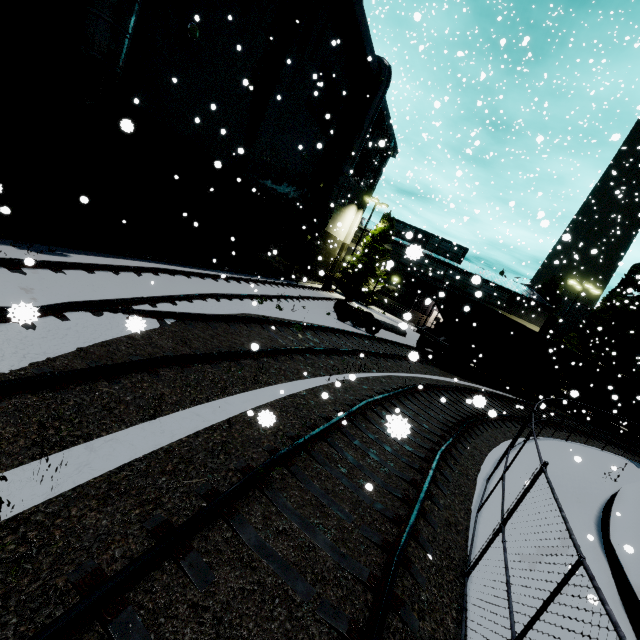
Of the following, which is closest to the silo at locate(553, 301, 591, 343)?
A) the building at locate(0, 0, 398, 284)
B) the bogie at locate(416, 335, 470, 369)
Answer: the building at locate(0, 0, 398, 284)

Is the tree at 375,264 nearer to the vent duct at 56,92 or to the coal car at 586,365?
the coal car at 586,365

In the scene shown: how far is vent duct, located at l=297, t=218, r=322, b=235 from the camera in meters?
23.6

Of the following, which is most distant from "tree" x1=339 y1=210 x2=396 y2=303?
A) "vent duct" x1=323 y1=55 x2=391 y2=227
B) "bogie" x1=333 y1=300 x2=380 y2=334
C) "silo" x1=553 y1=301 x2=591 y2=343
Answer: "silo" x1=553 y1=301 x2=591 y2=343

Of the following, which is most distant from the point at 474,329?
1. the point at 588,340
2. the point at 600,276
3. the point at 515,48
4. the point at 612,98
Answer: the point at 515,48

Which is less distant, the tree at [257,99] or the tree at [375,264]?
the tree at [257,99]

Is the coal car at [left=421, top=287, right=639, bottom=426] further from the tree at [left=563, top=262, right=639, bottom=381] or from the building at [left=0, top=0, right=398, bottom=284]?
the tree at [left=563, top=262, right=639, bottom=381]

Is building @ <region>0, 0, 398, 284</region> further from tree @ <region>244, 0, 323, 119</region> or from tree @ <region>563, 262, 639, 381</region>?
tree @ <region>563, 262, 639, 381</region>
